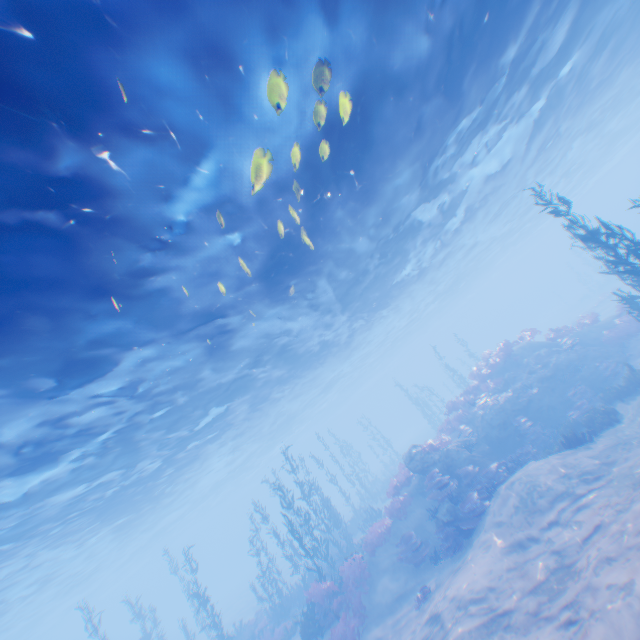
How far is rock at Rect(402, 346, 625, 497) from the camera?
16.2 meters

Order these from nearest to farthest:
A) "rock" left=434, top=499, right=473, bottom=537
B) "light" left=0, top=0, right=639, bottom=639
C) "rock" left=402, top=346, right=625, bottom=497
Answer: "light" left=0, top=0, right=639, bottom=639
"rock" left=434, top=499, right=473, bottom=537
"rock" left=402, top=346, right=625, bottom=497

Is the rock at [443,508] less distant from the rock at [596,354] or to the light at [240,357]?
the rock at [596,354]

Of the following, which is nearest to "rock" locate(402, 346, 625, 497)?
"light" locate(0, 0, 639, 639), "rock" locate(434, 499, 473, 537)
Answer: "rock" locate(434, 499, 473, 537)

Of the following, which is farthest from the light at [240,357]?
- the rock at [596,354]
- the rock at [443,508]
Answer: the rock at [443,508]

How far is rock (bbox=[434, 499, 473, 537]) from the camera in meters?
13.1

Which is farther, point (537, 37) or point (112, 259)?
point (537, 37)

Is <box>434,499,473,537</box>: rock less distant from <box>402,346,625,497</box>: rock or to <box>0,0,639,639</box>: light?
<box>402,346,625,497</box>: rock
